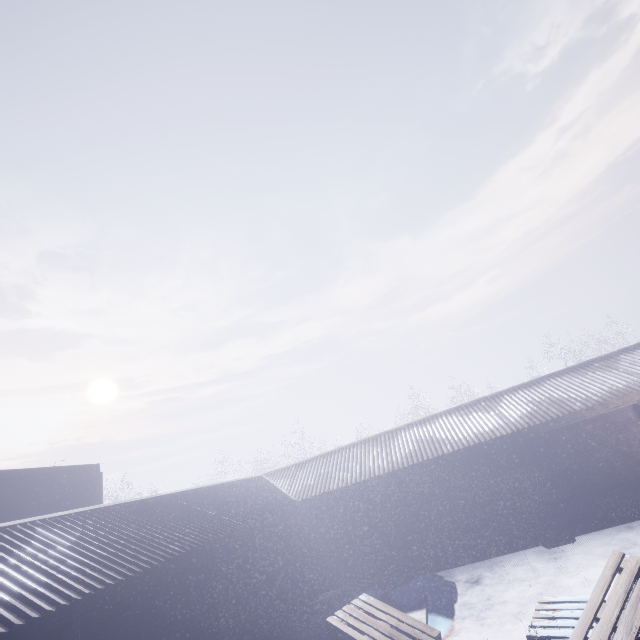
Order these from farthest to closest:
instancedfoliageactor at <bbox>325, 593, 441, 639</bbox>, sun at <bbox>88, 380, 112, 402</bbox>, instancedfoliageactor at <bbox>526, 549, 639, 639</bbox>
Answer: sun at <bbox>88, 380, 112, 402</bbox>
instancedfoliageactor at <bbox>325, 593, 441, 639</bbox>
instancedfoliageactor at <bbox>526, 549, 639, 639</bbox>

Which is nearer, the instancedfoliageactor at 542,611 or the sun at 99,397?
the instancedfoliageactor at 542,611

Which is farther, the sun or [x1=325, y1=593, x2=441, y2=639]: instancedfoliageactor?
the sun

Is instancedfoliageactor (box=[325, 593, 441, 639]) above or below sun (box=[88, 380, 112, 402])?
below

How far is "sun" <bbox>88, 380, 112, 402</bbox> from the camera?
58.0 meters

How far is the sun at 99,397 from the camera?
57.98m

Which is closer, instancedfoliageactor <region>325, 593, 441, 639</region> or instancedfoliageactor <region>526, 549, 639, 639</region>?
instancedfoliageactor <region>526, 549, 639, 639</region>

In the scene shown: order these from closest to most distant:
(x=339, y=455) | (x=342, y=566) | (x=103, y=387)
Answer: (x=342, y=566)
(x=339, y=455)
(x=103, y=387)
